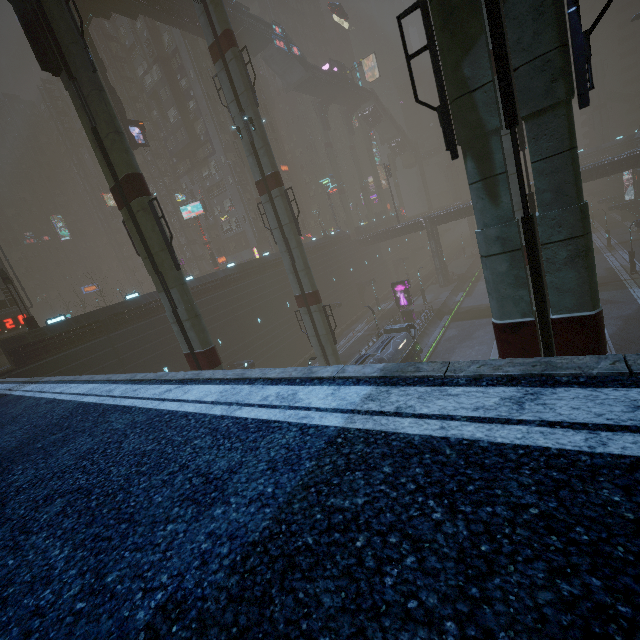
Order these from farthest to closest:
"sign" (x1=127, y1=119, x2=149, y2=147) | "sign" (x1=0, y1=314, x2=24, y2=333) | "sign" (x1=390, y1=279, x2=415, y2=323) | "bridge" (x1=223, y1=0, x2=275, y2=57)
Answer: "sign" (x1=390, y1=279, x2=415, y2=323) → "bridge" (x1=223, y1=0, x2=275, y2=57) → "sign" (x1=127, y1=119, x2=149, y2=147) → "sign" (x1=0, y1=314, x2=24, y2=333)

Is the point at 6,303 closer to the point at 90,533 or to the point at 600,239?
the point at 90,533

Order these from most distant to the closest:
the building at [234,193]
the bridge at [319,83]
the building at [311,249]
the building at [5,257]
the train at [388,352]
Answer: the bridge at [319,83]
the building at [311,249]
the building at [234,193]
the building at [5,257]
the train at [388,352]

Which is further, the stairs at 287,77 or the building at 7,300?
the stairs at 287,77

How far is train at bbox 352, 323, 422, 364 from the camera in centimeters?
2442cm

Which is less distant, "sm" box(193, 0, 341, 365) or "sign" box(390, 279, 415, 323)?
"sm" box(193, 0, 341, 365)

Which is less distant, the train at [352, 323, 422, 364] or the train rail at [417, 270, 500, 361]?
the train at [352, 323, 422, 364]

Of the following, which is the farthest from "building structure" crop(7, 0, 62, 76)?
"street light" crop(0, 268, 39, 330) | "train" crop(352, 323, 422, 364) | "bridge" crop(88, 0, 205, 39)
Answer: "train" crop(352, 323, 422, 364)
